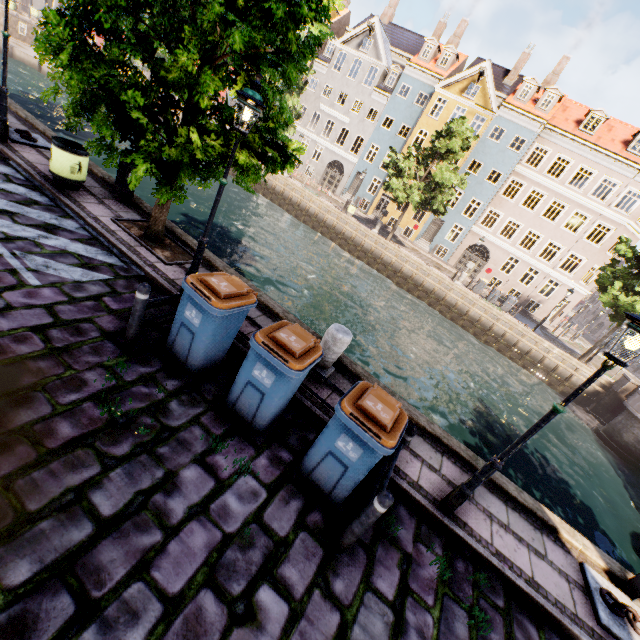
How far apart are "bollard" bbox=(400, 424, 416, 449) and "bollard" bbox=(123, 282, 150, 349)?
4.1m

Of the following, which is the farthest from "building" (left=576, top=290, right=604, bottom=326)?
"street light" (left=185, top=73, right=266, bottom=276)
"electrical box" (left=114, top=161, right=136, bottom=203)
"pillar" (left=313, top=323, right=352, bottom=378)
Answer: Result: "pillar" (left=313, top=323, right=352, bottom=378)

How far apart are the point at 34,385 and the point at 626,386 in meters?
28.6 m

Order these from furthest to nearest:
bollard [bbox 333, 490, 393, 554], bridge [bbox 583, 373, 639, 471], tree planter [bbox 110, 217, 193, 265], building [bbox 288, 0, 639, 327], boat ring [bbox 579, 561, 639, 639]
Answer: building [bbox 288, 0, 639, 327]
bridge [bbox 583, 373, 639, 471]
tree planter [bbox 110, 217, 193, 265]
boat ring [bbox 579, 561, 639, 639]
bollard [bbox 333, 490, 393, 554]

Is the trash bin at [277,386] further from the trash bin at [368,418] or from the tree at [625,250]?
the tree at [625,250]

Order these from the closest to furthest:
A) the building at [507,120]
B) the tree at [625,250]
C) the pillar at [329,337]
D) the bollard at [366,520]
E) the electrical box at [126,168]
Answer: the bollard at [366,520] → the pillar at [329,337] → the electrical box at [126,168] → the tree at [625,250] → the building at [507,120]

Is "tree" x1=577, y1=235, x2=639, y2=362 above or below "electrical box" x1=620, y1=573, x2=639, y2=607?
above

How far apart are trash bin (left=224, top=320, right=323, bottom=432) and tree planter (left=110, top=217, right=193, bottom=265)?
3.63m
